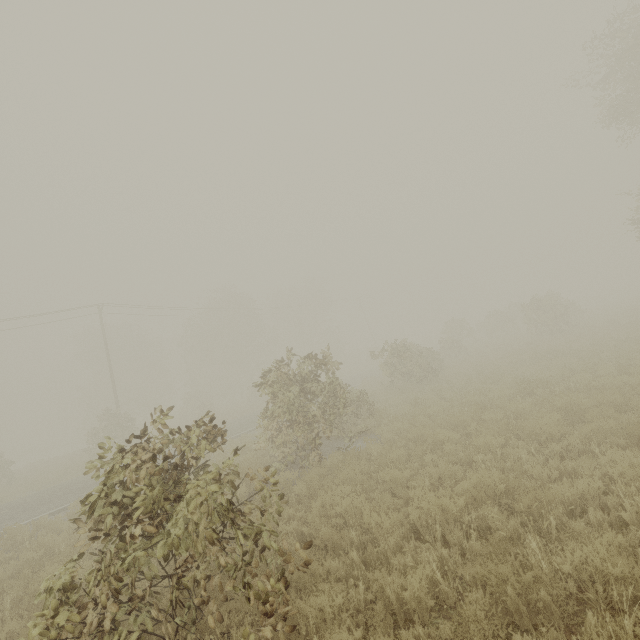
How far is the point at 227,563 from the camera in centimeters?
373cm
